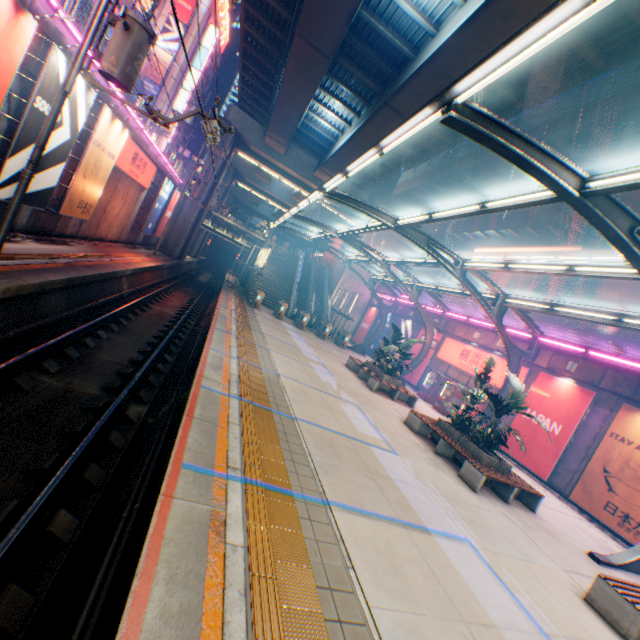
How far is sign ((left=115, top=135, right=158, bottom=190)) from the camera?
15.9m

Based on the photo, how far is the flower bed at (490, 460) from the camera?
9.9 meters

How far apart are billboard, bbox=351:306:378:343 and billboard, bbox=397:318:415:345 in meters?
4.5

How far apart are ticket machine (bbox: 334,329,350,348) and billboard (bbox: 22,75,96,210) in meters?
20.0 m

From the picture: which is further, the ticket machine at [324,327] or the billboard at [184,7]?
the billboard at [184,7]

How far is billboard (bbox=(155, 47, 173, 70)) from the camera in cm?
4521

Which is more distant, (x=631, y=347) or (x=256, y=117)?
(x=256, y=117)

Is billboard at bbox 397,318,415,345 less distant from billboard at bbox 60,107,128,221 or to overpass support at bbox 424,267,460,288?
overpass support at bbox 424,267,460,288
